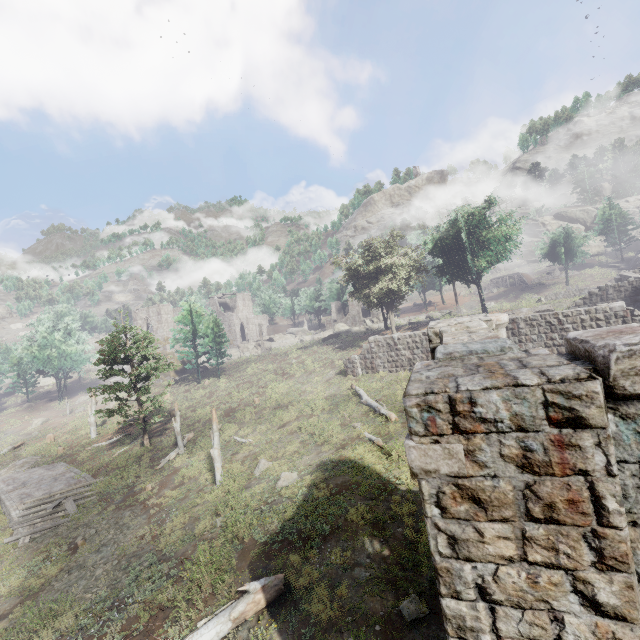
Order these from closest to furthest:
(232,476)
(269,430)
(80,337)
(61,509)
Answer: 1. (232,476)
2. (61,509)
3. (269,430)
4. (80,337)

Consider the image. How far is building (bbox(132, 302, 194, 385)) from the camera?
44.97m

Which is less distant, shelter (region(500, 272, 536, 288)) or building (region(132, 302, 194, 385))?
building (region(132, 302, 194, 385))

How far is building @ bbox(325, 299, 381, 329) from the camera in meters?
57.2

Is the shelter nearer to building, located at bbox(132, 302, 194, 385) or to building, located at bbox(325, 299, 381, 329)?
building, located at bbox(325, 299, 381, 329)

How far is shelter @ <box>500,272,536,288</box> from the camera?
56.9m

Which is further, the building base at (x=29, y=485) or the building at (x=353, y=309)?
the building at (x=353, y=309)

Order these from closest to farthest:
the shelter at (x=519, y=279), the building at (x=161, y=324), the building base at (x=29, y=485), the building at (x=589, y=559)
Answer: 1. the building at (x=589, y=559)
2. the building base at (x=29, y=485)
3. the building at (x=161, y=324)
4. the shelter at (x=519, y=279)
